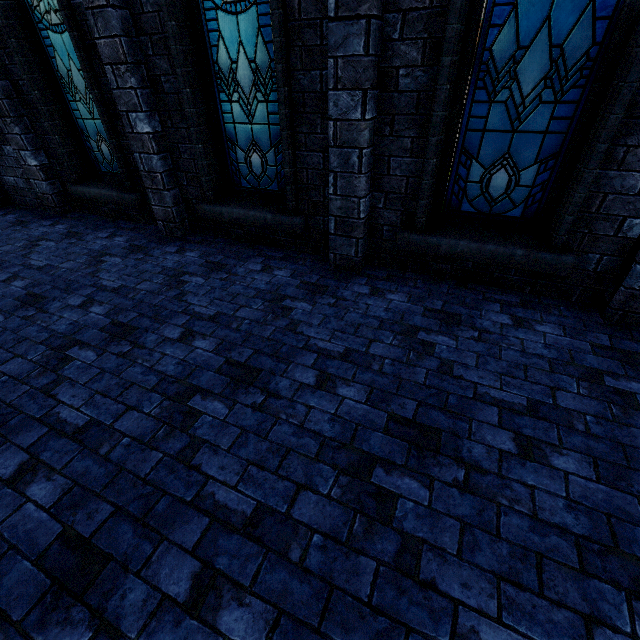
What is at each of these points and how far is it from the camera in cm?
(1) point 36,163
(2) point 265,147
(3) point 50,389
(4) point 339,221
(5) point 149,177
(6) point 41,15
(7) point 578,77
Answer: (1) building, 562
(2) window glass, 421
(3) walkway, 267
(4) building, 381
(5) building, 466
(6) window glass, 448
(7) window glass, 271

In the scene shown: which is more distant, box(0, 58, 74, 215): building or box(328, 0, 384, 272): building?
box(0, 58, 74, 215): building

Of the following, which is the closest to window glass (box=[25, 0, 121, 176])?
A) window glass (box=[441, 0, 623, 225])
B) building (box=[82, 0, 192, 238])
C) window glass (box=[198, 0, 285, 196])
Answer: building (box=[82, 0, 192, 238])

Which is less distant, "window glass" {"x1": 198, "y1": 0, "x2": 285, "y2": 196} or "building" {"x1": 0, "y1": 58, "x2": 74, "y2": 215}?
"window glass" {"x1": 198, "y1": 0, "x2": 285, "y2": 196}

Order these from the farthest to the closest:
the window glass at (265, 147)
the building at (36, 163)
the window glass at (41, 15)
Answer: the building at (36, 163), the window glass at (41, 15), the window glass at (265, 147)

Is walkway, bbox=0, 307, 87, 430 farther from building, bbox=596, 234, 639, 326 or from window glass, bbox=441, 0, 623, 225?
window glass, bbox=441, 0, 623, 225

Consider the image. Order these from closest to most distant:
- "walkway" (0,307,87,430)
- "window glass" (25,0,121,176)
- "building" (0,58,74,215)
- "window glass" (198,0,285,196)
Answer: A:
"walkway" (0,307,87,430)
"window glass" (198,0,285,196)
"window glass" (25,0,121,176)
"building" (0,58,74,215)

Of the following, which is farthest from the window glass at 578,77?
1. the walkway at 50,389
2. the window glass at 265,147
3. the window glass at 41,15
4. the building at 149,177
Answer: the window glass at 41,15
